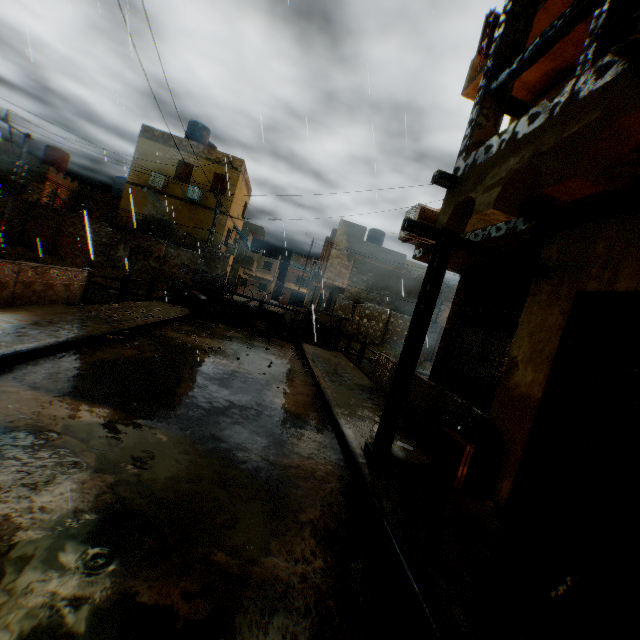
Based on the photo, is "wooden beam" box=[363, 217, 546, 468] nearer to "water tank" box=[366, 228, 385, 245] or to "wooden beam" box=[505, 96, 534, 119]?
"wooden beam" box=[505, 96, 534, 119]

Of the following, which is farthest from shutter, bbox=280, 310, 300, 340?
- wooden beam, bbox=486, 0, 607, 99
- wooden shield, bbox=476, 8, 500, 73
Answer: wooden beam, bbox=486, 0, 607, 99

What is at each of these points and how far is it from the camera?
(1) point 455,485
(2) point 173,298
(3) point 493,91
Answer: (1) wooden box, 4.1m
(2) trash bag, 14.2m
(3) wooden beam, 4.0m

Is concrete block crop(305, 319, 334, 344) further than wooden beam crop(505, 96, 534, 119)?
Yes

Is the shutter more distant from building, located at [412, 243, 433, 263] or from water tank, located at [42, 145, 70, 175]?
water tank, located at [42, 145, 70, 175]

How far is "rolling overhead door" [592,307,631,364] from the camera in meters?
3.5

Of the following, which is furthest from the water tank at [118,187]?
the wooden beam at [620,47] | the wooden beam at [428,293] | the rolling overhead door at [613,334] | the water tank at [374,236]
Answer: the wooden beam at [620,47]

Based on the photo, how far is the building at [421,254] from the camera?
8.3 meters
